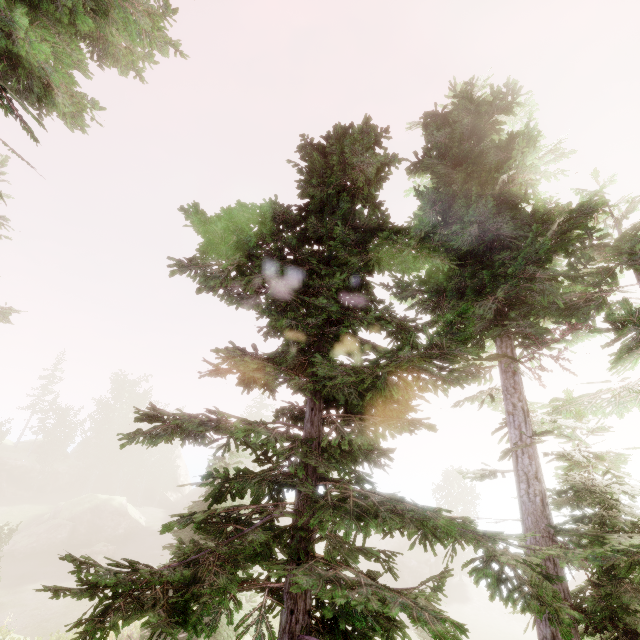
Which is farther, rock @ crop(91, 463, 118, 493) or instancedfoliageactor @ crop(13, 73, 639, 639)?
rock @ crop(91, 463, 118, 493)

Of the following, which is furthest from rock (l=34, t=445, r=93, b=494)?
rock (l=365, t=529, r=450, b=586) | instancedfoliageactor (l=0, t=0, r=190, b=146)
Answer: rock (l=365, t=529, r=450, b=586)

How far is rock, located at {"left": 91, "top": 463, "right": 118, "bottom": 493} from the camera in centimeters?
5375cm

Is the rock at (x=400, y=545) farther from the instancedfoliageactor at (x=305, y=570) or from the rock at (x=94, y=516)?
the rock at (x=94, y=516)

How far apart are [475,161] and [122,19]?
10.2m

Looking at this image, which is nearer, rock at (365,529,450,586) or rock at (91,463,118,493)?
rock at (365,529,450,586)

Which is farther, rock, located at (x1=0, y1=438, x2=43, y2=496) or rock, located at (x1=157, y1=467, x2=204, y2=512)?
rock, located at (x1=157, y1=467, x2=204, y2=512)

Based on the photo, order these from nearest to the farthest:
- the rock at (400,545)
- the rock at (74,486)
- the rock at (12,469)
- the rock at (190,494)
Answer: the rock at (400,545) → the rock at (12,469) → the rock at (74,486) → the rock at (190,494)
